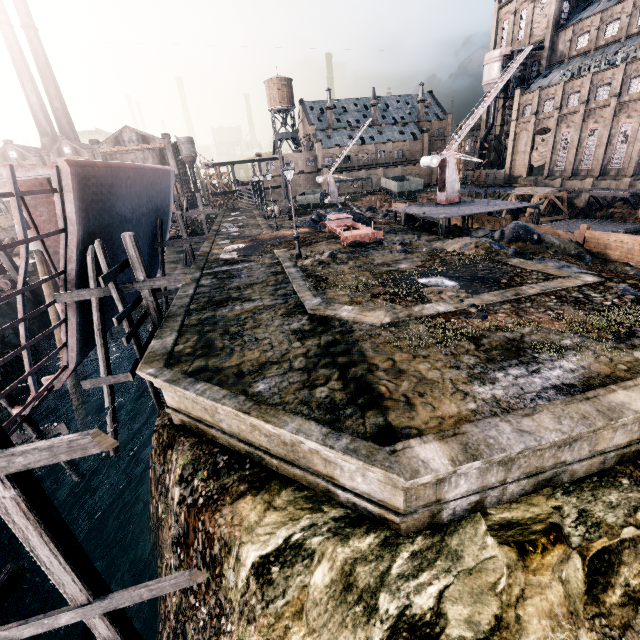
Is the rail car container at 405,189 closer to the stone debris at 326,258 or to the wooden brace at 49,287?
the stone debris at 326,258

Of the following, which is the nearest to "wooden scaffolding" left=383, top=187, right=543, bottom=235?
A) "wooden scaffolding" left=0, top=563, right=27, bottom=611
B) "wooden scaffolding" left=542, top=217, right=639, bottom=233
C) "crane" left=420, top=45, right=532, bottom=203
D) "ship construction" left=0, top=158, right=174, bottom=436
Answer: "crane" left=420, top=45, right=532, bottom=203

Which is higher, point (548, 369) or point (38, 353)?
point (548, 369)

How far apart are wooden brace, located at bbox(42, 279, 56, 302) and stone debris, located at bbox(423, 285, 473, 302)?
22.3m

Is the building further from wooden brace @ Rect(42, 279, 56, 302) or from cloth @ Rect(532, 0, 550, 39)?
wooden brace @ Rect(42, 279, 56, 302)

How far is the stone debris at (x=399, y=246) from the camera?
20.8m

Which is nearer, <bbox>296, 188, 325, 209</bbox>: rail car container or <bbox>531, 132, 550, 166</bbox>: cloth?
<bbox>296, 188, 325, 209</bbox>: rail car container
